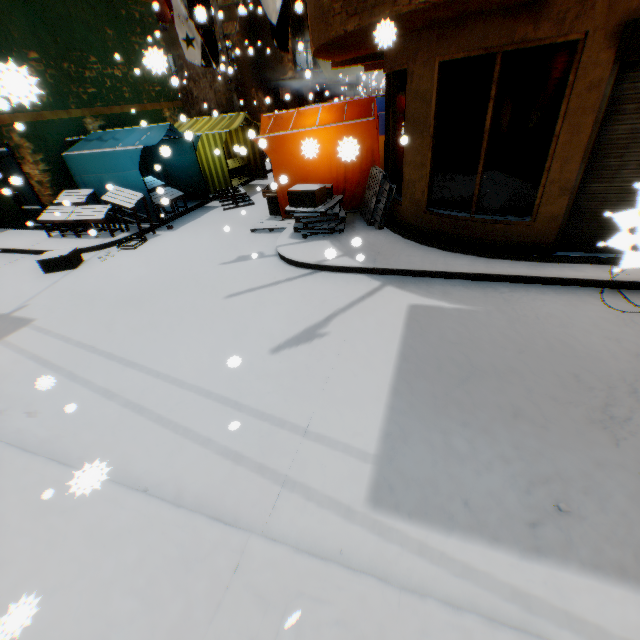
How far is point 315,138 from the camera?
7.86m

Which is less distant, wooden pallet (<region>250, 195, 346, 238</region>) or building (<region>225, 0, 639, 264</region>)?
building (<region>225, 0, 639, 264</region>)

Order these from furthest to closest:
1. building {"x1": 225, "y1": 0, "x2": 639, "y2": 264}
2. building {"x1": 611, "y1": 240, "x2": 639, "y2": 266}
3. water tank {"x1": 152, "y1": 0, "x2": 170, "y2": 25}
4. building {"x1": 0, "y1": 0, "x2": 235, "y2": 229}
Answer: water tank {"x1": 152, "y1": 0, "x2": 170, "y2": 25}
building {"x1": 0, "y1": 0, "x2": 235, "y2": 229}
building {"x1": 225, "y1": 0, "x2": 639, "y2": 264}
building {"x1": 611, "y1": 240, "x2": 639, "y2": 266}

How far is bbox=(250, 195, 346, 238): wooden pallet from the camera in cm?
718

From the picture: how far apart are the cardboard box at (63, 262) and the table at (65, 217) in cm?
110

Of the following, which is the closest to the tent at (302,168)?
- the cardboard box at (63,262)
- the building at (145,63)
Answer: the building at (145,63)

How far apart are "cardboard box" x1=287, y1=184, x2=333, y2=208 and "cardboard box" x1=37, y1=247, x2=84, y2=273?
3.88m
